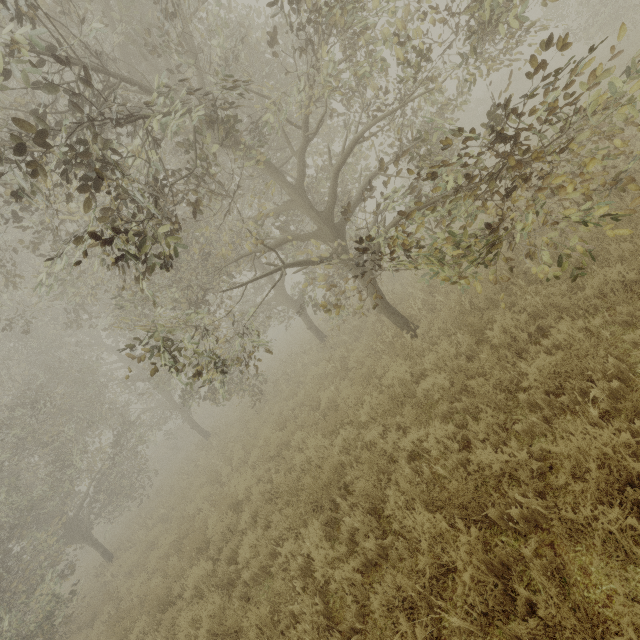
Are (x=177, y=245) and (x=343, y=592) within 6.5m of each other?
yes
